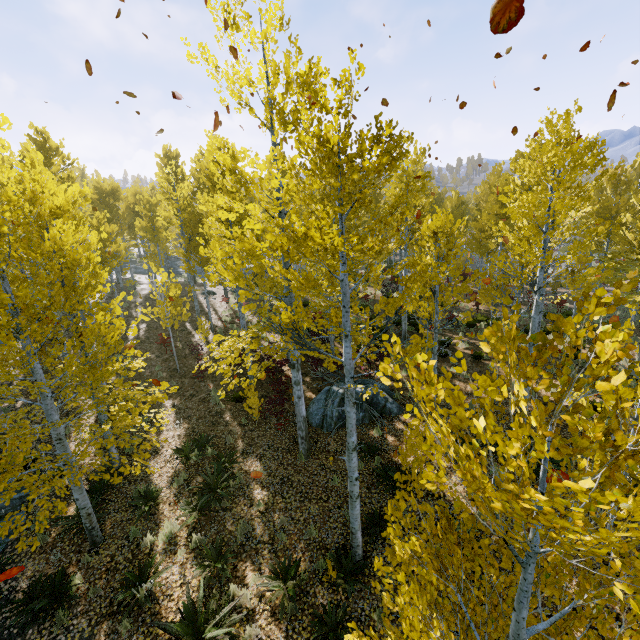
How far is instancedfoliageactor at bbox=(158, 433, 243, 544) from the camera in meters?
8.0 m

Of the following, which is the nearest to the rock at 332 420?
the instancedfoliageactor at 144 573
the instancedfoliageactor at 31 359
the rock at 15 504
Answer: the instancedfoliageactor at 31 359

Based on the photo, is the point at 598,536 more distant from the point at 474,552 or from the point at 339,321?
the point at 339,321

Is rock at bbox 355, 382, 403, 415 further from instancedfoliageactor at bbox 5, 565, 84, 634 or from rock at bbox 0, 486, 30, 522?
rock at bbox 0, 486, 30, 522

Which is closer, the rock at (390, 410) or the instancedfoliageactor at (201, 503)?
the instancedfoliageactor at (201, 503)

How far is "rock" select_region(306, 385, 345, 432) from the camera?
11.3m
